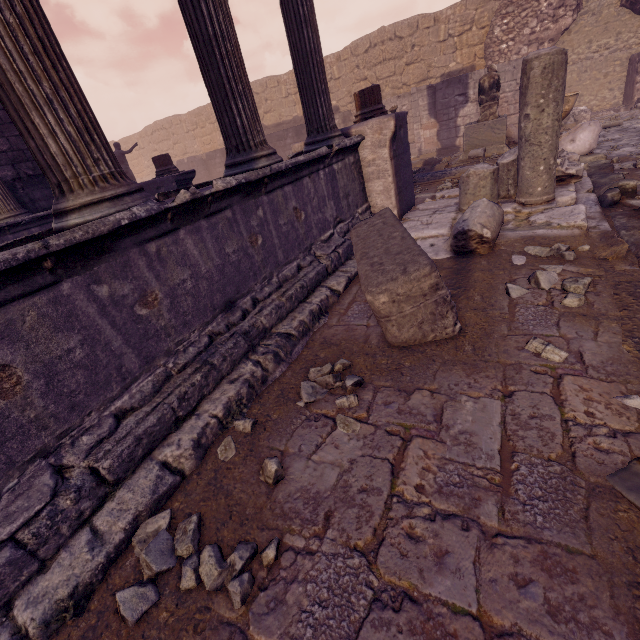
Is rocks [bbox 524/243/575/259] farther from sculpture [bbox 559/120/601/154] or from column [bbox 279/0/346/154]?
sculpture [bbox 559/120/601/154]

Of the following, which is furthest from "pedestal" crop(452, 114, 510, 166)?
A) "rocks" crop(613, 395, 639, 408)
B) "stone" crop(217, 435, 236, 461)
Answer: "stone" crop(217, 435, 236, 461)

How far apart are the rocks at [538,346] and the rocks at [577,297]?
0.56m

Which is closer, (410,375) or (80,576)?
(80,576)

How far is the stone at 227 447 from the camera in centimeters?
206cm

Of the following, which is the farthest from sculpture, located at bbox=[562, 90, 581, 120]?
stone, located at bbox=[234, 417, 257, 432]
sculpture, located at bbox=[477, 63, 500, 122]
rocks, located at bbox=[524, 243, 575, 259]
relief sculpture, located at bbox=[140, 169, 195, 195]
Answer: relief sculpture, located at bbox=[140, 169, 195, 195]

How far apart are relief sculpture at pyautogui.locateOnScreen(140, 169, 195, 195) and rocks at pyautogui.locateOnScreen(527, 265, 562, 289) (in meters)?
8.40

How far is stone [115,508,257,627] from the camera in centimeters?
139cm
